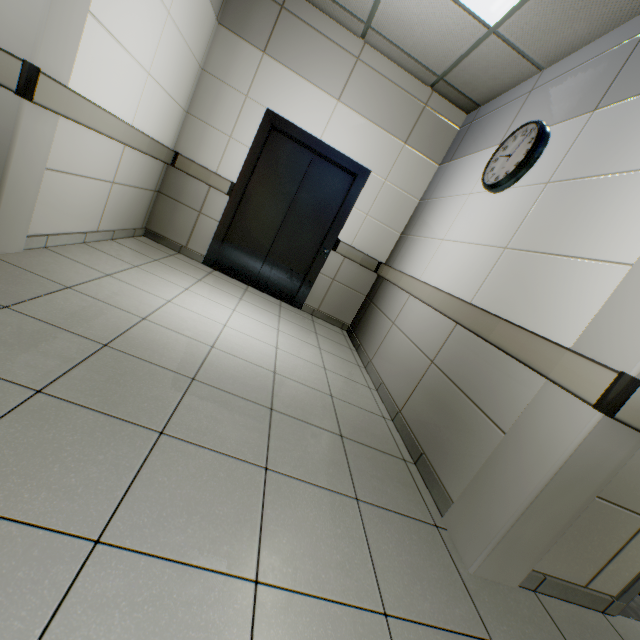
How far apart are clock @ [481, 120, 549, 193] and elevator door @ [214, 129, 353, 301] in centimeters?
188cm

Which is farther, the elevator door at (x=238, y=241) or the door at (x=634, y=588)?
the elevator door at (x=238, y=241)

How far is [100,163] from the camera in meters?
2.7

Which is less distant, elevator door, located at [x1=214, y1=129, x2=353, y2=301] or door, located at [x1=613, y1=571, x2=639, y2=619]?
door, located at [x1=613, y1=571, x2=639, y2=619]

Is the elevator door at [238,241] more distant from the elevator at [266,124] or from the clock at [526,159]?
the clock at [526,159]

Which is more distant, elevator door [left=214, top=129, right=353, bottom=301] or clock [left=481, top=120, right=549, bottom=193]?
elevator door [left=214, top=129, right=353, bottom=301]

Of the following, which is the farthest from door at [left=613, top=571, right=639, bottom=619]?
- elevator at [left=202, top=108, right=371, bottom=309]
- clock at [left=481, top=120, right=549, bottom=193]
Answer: elevator at [left=202, top=108, right=371, bottom=309]

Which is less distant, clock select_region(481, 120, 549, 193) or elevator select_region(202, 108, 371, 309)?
clock select_region(481, 120, 549, 193)
